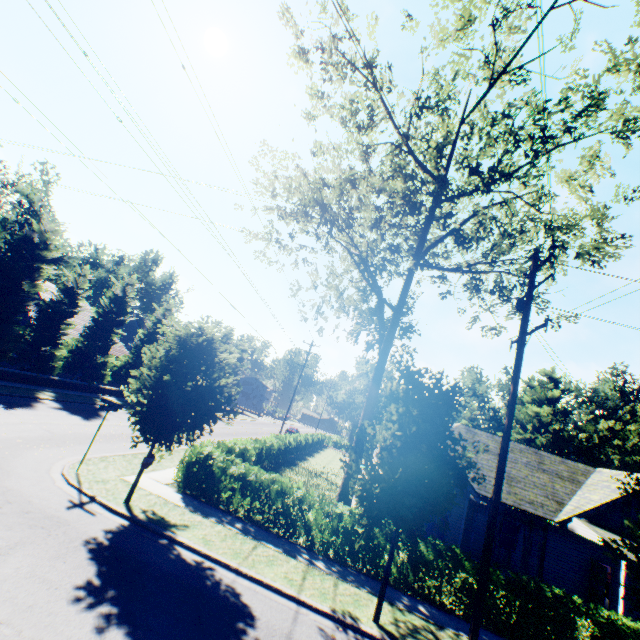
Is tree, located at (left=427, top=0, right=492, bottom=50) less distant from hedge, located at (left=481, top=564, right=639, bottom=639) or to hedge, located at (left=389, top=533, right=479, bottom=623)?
hedge, located at (left=389, top=533, right=479, bottom=623)

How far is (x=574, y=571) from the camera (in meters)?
18.42

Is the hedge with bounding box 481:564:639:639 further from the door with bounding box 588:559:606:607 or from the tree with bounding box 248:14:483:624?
the door with bounding box 588:559:606:607

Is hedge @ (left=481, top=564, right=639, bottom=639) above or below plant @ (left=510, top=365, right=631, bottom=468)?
below

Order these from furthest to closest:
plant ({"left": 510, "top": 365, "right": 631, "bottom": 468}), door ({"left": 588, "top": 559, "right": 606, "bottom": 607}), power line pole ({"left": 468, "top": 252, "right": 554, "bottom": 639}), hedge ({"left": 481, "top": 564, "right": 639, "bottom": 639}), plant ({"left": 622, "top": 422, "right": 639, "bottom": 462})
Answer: plant ({"left": 510, "top": 365, "right": 631, "bottom": 468}) < plant ({"left": 622, "top": 422, "right": 639, "bottom": 462}) < door ({"left": 588, "top": 559, "right": 606, "bottom": 607}) < hedge ({"left": 481, "top": 564, "right": 639, "bottom": 639}) < power line pole ({"left": 468, "top": 252, "right": 554, "bottom": 639})

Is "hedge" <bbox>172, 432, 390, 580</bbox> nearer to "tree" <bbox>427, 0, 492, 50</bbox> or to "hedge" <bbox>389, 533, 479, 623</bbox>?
"tree" <bbox>427, 0, 492, 50</bbox>

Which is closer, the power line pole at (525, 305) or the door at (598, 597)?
the power line pole at (525, 305)

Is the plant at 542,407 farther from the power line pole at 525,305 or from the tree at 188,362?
the power line pole at 525,305
